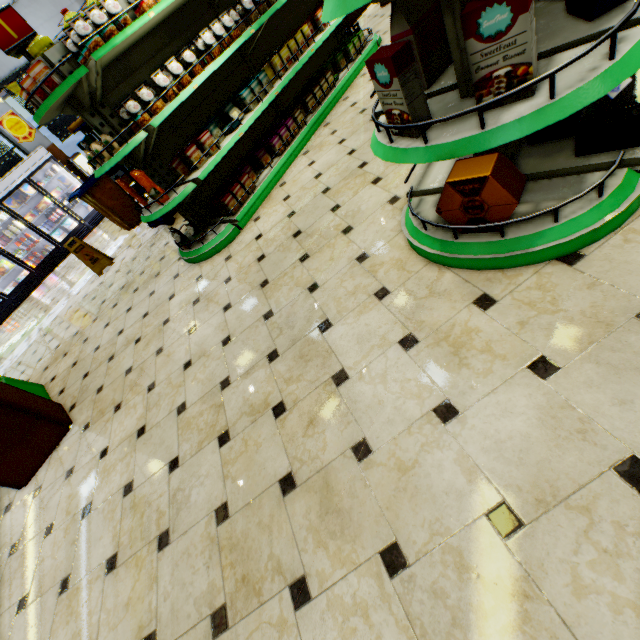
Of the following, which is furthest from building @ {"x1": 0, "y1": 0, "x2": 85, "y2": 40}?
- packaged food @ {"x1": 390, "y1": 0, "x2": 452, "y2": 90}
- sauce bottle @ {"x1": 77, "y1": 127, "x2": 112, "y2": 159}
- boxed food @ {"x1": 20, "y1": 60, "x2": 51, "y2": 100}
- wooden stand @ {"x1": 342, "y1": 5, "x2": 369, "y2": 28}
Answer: boxed food @ {"x1": 20, "y1": 60, "x2": 51, "y2": 100}

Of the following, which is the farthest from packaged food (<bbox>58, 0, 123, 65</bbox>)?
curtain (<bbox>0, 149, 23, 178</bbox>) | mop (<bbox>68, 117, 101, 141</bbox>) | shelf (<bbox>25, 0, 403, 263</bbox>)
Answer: curtain (<bbox>0, 149, 23, 178</bbox>)

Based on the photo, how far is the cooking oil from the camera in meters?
3.3

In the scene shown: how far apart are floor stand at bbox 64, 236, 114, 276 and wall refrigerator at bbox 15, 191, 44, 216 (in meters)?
4.96

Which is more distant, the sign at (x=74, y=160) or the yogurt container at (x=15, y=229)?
the sign at (x=74, y=160)

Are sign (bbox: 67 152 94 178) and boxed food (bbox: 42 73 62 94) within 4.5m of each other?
no

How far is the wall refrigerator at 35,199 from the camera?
9.3 meters

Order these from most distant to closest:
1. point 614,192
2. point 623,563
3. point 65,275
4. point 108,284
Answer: point 65,275 < point 108,284 < point 614,192 < point 623,563
